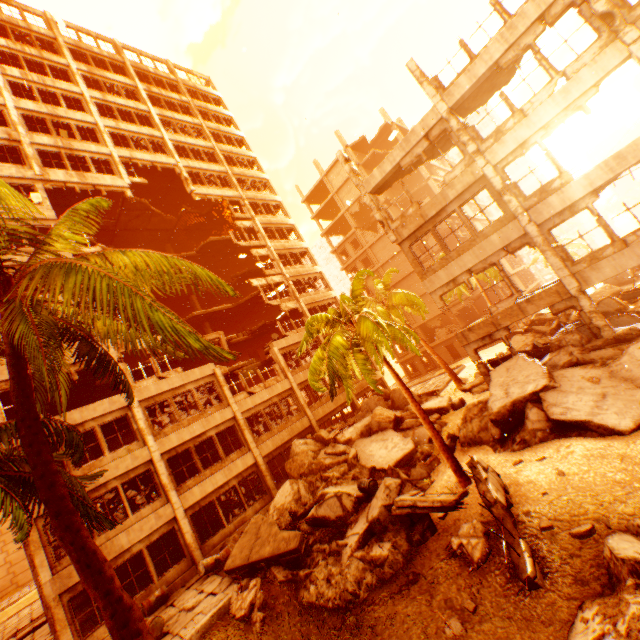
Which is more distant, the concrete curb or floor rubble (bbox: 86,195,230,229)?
floor rubble (bbox: 86,195,230,229)

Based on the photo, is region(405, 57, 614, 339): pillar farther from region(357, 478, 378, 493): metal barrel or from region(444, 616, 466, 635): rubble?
region(444, 616, 466, 635): rubble

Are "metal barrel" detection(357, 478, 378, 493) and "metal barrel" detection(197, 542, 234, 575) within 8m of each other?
yes

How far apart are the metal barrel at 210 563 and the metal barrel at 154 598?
1.3 meters

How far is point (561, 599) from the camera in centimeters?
579cm

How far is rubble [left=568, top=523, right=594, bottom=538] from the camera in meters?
6.6

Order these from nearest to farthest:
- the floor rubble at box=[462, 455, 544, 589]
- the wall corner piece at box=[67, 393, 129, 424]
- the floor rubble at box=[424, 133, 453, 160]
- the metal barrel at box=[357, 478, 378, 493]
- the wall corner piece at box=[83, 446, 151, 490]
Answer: the floor rubble at box=[462, 455, 544, 589]
the metal barrel at box=[357, 478, 378, 493]
the wall corner piece at box=[83, 446, 151, 490]
the wall corner piece at box=[67, 393, 129, 424]
the floor rubble at box=[424, 133, 453, 160]

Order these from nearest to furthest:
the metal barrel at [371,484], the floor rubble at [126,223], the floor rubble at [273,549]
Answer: the floor rubble at [273,549] < the metal barrel at [371,484] < the floor rubble at [126,223]
